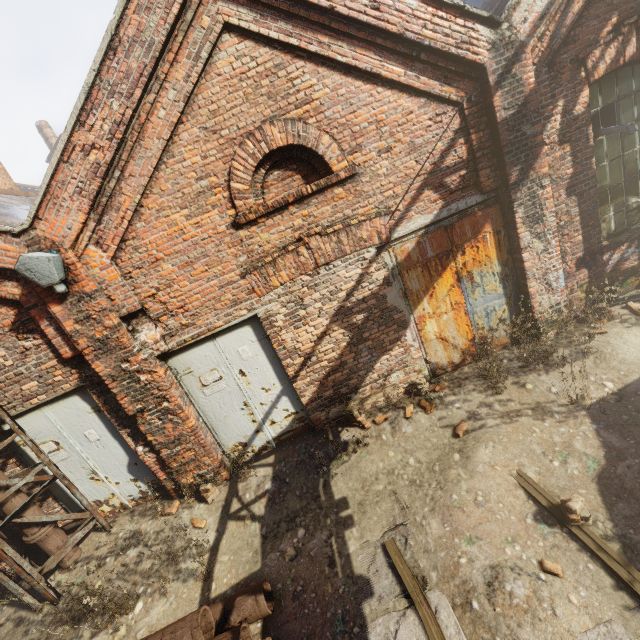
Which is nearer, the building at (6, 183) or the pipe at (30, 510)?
the pipe at (30, 510)

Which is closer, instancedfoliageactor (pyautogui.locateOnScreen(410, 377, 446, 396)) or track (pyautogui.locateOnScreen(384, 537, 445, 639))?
track (pyautogui.locateOnScreen(384, 537, 445, 639))

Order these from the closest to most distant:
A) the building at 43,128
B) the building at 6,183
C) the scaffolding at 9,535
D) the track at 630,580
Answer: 1. the track at 630,580
2. the scaffolding at 9,535
3. the building at 6,183
4. the building at 43,128

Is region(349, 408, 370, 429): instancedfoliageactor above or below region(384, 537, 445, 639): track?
above

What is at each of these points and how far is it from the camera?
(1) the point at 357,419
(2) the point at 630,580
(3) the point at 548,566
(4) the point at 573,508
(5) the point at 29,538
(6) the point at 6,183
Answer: (1) instancedfoliageactor, 5.6m
(2) track, 2.9m
(3) instancedfoliageactor, 3.2m
(4) instancedfoliageactor, 3.4m
(5) pipe, 5.0m
(6) building, 9.6m

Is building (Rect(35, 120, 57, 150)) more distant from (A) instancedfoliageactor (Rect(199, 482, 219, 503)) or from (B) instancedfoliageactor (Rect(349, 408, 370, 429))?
(B) instancedfoliageactor (Rect(349, 408, 370, 429))

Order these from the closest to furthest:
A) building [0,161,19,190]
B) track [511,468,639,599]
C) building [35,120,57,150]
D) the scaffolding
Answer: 1. track [511,468,639,599]
2. the scaffolding
3. building [0,161,19,190]
4. building [35,120,57,150]
